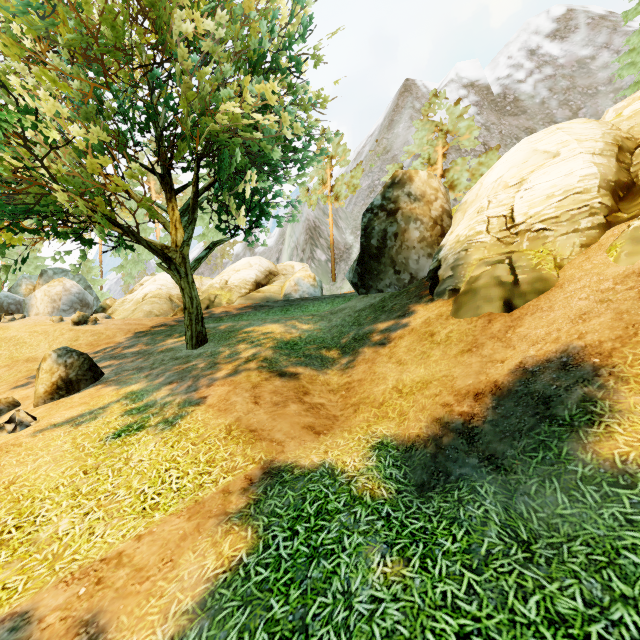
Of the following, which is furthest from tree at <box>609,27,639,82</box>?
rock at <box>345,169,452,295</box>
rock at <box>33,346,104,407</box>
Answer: rock at <box>345,169,452,295</box>

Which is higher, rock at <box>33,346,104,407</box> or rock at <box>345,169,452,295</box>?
rock at <box>345,169,452,295</box>

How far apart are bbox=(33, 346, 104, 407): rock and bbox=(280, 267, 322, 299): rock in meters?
12.9

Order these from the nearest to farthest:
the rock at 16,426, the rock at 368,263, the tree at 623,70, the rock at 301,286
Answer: the rock at 16,426 → the rock at 368,263 → the tree at 623,70 → the rock at 301,286

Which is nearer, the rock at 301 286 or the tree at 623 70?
the tree at 623 70

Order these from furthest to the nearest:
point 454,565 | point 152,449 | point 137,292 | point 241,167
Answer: point 137,292 → point 241,167 → point 152,449 → point 454,565

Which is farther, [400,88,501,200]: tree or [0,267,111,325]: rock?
[400,88,501,200]: tree

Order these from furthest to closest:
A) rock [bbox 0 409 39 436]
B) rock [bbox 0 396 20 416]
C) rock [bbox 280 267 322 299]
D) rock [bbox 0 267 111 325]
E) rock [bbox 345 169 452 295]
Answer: rock [bbox 280 267 322 299] < rock [bbox 0 267 111 325] < rock [bbox 345 169 452 295] < rock [bbox 0 396 20 416] < rock [bbox 0 409 39 436]
